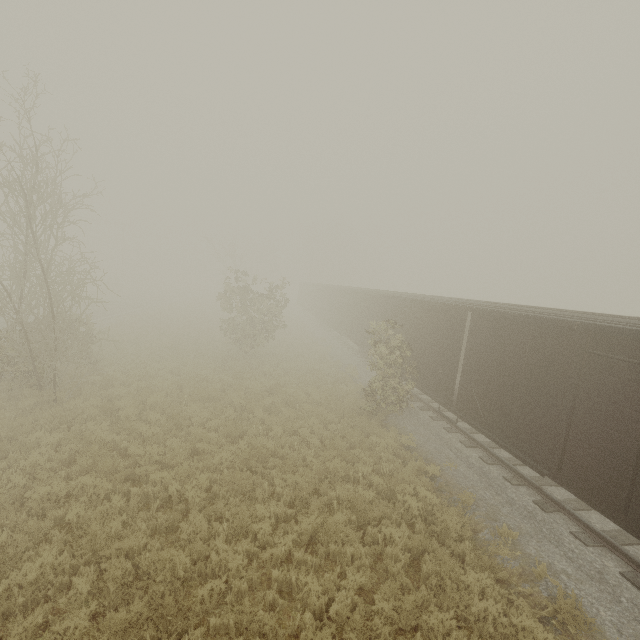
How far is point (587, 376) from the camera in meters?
6.8
